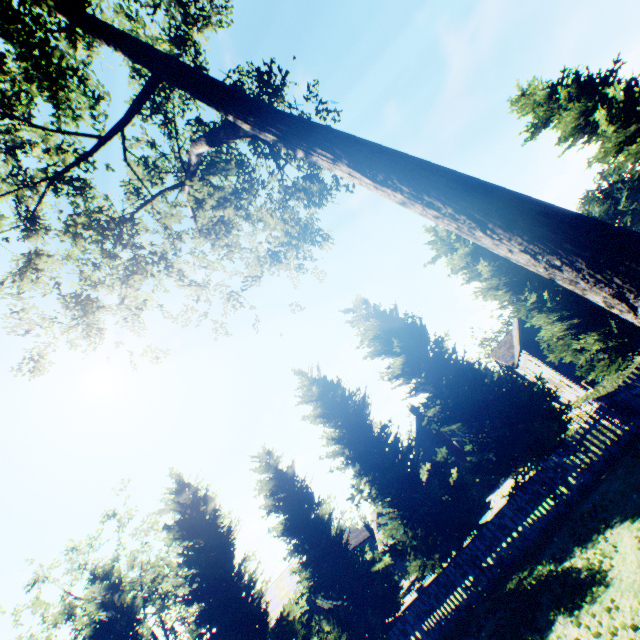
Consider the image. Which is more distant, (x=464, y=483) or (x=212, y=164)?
(x=464, y=483)

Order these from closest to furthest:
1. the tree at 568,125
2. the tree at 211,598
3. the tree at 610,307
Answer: the tree at 610,307
the tree at 211,598
the tree at 568,125

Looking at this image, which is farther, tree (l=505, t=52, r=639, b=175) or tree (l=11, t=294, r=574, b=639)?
tree (l=505, t=52, r=639, b=175)

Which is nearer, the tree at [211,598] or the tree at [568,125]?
the tree at [211,598]

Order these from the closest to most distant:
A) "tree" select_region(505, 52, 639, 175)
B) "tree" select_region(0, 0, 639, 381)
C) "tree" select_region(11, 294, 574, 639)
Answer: "tree" select_region(0, 0, 639, 381) → "tree" select_region(11, 294, 574, 639) → "tree" select_region(505, 52, 639, 175)
